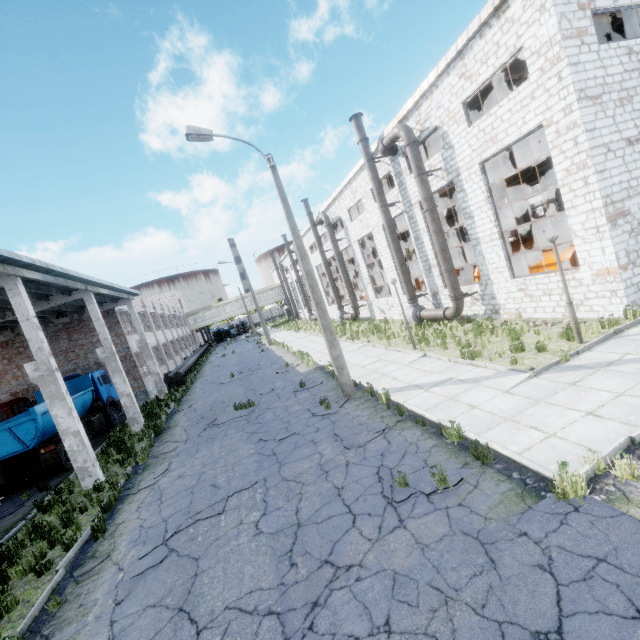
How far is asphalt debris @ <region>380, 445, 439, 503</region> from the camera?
5.77m

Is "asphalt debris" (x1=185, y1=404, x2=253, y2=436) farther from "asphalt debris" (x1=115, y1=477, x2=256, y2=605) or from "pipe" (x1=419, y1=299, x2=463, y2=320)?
"pipe" (x1=419, y1=299, x2=463, y2=320)

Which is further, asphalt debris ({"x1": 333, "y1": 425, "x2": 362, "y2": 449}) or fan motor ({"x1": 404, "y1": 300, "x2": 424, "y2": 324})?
fan motor ({"x1": 404, "y1": 300, "x2": 424, "y2": 324})

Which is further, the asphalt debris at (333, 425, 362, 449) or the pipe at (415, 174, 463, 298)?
the pipe at (415, 174, 463, 298)

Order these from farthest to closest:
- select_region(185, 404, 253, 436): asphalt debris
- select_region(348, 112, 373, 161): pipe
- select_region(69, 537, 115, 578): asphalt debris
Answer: select_region(348, 112, 373, 161): pipe < select_region(185, 404, 253, 436): asphalt debris < select_region(69, 537, 115, 578): asphalt debris

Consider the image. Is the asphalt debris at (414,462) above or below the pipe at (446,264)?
below

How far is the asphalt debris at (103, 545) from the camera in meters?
6.6

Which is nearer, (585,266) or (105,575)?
(105,575)
